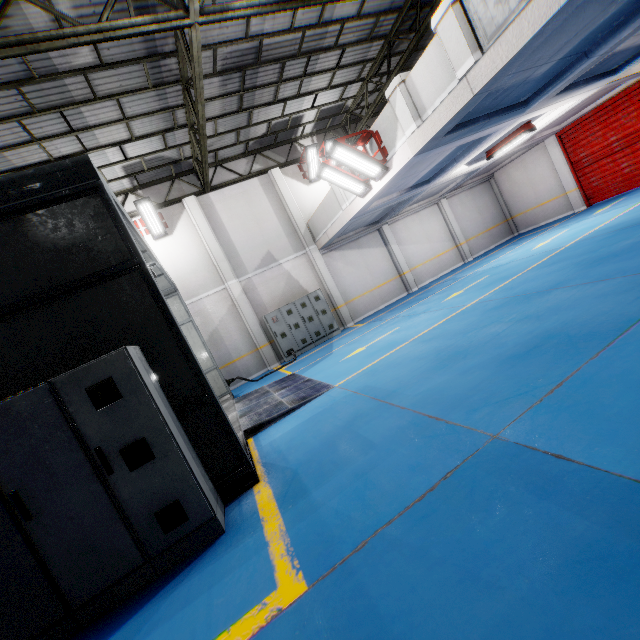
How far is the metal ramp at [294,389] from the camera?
6.16m

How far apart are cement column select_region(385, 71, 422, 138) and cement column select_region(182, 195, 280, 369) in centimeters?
859cm

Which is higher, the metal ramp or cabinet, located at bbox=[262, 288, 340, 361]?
cabinet, located at bbox=[262, 288, 340, 361]

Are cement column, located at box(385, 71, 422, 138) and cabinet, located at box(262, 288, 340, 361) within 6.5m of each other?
no

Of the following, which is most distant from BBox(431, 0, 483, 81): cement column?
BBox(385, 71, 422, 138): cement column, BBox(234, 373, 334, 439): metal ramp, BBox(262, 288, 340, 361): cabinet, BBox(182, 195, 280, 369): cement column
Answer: BBox(182, 195, 280, 369): cement column

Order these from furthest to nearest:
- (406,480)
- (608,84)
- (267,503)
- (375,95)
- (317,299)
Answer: (375,95) < (317,299) < (608,84) < (267,503) < (406,480)

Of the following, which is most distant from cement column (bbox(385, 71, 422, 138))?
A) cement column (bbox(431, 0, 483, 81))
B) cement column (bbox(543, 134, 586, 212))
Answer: cement column (bbox(543, 134, 586, 212))

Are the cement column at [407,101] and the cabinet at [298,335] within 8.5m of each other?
Answer: yes
